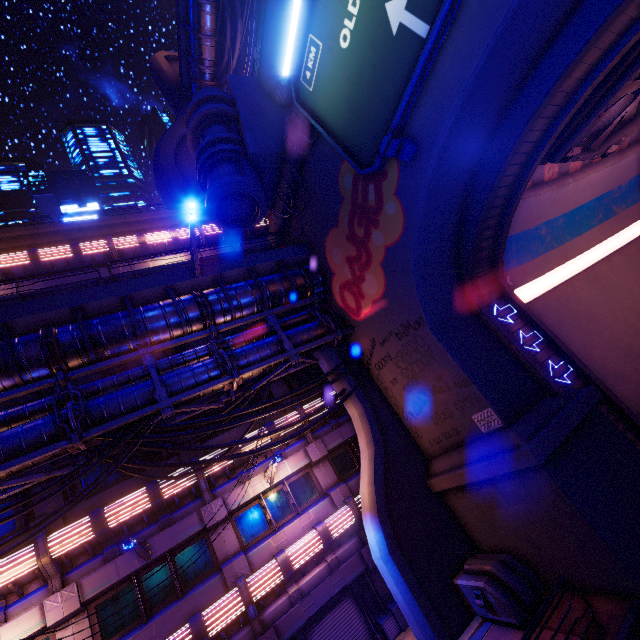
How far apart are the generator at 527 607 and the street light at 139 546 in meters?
10.3 m

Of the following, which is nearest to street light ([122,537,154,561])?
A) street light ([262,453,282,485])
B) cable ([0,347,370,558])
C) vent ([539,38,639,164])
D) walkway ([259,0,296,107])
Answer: cable ([0,347,370,558])

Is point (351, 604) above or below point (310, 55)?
below

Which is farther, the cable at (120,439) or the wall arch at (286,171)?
the wall arch at (286,171)

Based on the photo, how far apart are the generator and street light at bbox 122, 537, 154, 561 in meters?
10.3 m

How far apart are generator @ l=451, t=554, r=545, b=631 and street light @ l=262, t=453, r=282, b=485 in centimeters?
700cm

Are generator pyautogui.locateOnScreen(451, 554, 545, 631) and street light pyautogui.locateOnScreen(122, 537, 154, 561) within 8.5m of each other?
no

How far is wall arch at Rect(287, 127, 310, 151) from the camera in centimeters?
1369cm
